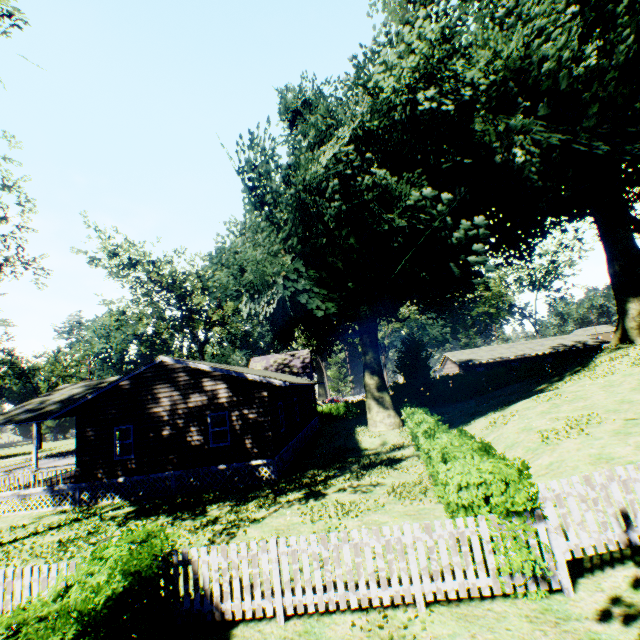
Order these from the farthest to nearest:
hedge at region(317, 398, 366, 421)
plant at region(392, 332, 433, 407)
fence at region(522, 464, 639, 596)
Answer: hedge at region(317, 398, 366, 421)
plant at region(392, 332, 433, 407)
fence at region(522, 464, 639, 596)

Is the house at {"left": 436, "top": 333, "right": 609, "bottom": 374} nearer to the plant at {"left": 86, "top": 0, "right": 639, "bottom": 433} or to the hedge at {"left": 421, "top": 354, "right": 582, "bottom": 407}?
the hedge at {"left": 421, "top": 354, "right": 582, "bottom": 407}

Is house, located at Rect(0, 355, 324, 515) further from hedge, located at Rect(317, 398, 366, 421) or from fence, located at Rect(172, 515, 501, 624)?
fence, located at Rect(172, 515, 501, 624)

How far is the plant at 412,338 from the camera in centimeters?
3722cm

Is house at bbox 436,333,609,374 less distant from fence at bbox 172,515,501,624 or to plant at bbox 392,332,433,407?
plant at bbox 392,332,433,407

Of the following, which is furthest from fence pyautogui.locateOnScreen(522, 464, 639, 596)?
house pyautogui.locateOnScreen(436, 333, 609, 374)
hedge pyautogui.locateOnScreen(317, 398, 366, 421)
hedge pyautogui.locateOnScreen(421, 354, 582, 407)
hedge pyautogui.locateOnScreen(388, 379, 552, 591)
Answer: house pyautogui.locateOnScreen(436, 333, 609, 374)

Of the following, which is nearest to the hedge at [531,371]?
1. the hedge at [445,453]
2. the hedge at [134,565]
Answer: the hedge at [445,453]

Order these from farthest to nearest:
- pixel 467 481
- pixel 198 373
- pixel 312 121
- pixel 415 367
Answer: pixel 415 367, pixel 312 121, pixel 198 373, pixel 467 481
